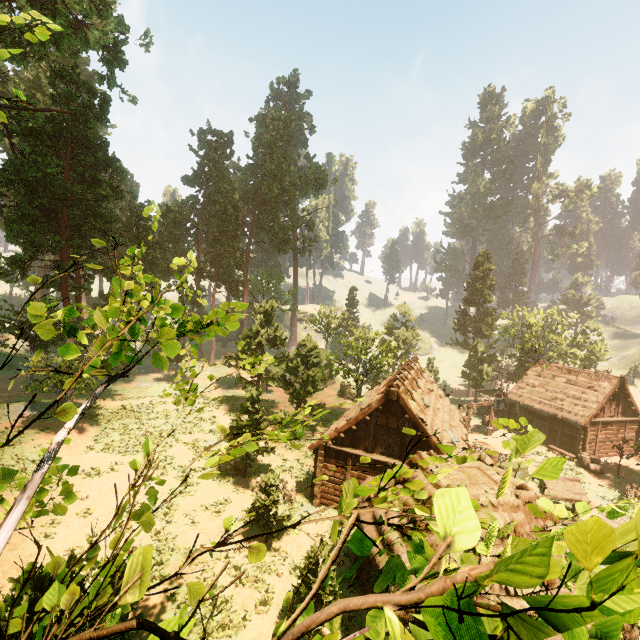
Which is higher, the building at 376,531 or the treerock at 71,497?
the treerock at 71,497

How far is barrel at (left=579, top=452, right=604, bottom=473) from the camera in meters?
26.8

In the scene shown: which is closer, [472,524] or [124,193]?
[472,524]

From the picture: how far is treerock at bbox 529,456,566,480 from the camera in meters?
1.7 m

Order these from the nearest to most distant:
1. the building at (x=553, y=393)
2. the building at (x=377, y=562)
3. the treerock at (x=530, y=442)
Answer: the treerock at (x=530, y=442)
the building at (x=377, y=562)
the building at (x=553, y=393)

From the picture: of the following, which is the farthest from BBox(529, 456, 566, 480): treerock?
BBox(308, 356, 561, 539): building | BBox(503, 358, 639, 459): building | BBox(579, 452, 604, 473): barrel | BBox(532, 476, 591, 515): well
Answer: BBox(532, 476, 591, 515): well

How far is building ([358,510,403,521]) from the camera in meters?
11.8
